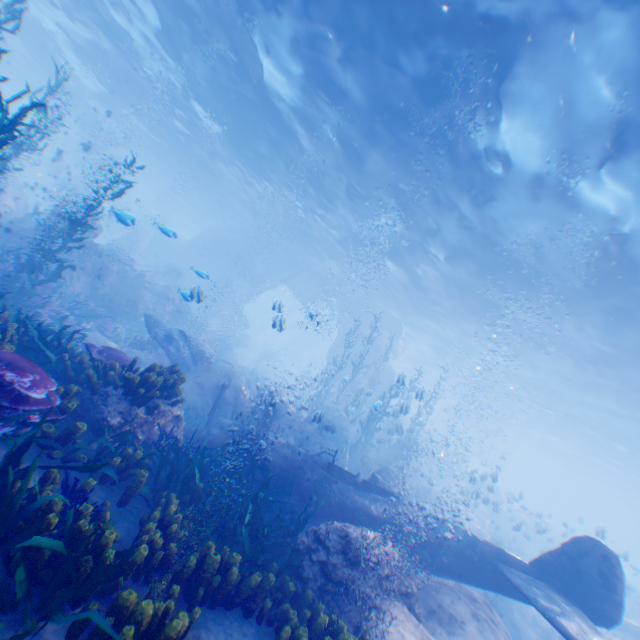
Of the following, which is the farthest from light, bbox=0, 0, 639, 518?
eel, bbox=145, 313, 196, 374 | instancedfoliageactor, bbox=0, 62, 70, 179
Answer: eel, bbox=145, 313, 196, 374

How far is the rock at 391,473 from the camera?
9.9m

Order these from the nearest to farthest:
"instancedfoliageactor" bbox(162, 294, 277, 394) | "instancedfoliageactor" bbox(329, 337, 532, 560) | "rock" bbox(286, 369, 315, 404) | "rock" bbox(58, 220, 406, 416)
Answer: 1. "instancedfoliageactor" bbox(329, 337, 532, 560)
2. "rock" bbox(58, 220, 406, 416)
3. "instancedfoliageactor" bbox(162, 294, 277, 394)
4. "rock" bbox(286, 369, 315, 404)

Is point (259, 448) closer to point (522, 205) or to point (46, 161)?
point (522, 205)

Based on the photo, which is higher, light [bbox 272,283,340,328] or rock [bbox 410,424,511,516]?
light [bbox 272,283,340,328]

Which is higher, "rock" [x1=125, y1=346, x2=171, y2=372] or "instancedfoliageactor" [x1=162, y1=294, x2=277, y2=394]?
"instancedfoliageactor" [x1=162, y1=294, x2=277, y2=394]
